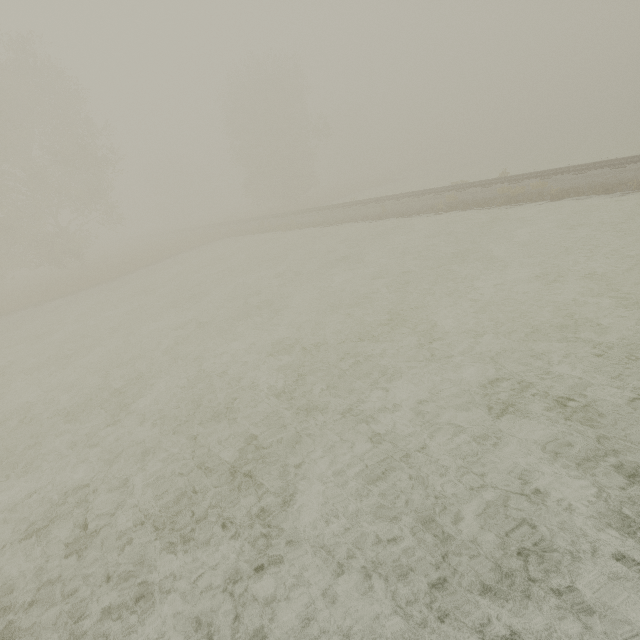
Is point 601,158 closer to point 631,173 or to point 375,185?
point 631,173
